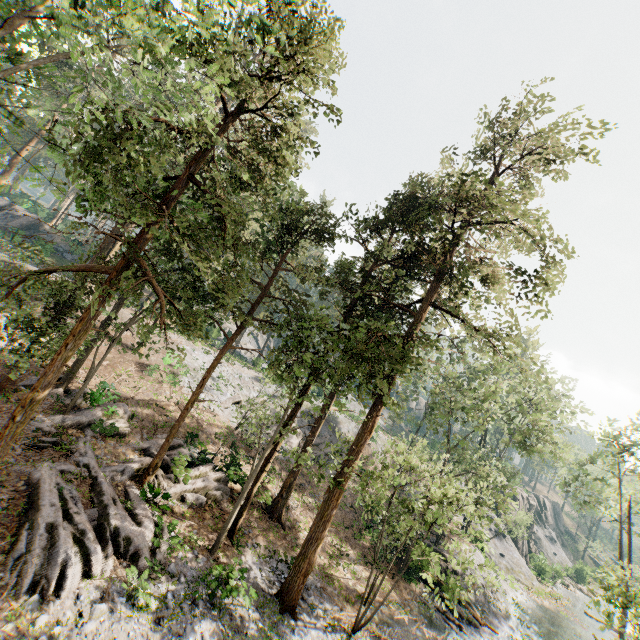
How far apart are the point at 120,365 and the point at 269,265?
15.5m

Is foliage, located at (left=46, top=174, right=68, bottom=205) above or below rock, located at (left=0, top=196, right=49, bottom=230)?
above

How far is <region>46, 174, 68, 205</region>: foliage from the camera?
9.32m

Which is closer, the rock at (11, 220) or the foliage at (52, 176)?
the foliage at (52, 176)

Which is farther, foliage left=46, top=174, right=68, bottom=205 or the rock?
the rock
